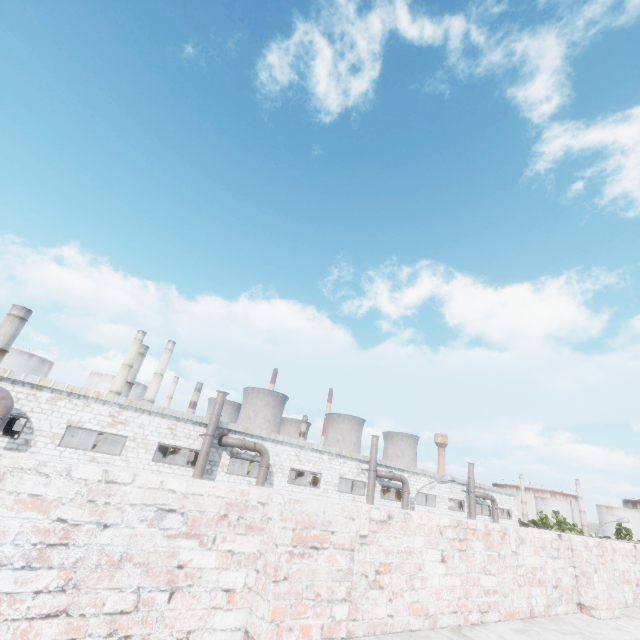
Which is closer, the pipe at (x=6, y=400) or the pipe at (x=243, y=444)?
the pipe at (x=6, y=400)

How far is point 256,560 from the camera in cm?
200

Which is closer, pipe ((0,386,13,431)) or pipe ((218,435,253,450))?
pipe ((0,386,13,431))

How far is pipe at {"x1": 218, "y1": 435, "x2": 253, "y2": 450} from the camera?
19.9m

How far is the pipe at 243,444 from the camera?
19.9 meters

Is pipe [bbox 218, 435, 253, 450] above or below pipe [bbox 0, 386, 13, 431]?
above
